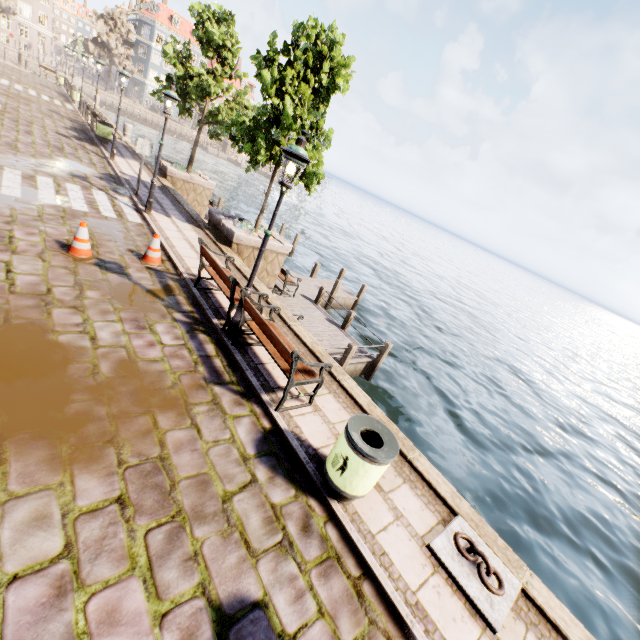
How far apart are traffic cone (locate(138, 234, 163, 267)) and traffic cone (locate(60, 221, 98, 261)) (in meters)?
0.86

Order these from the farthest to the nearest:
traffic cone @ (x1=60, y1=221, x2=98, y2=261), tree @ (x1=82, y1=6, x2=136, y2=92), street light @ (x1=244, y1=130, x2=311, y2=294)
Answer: tree @ (x1=82, y1=6, x2=136, y2=92) → traffic cone @ (x1=60, y1=221, x2=98, y2=261) → street light @ (x1=244, y1=130, x2=311, y2=294)

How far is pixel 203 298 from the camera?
7.3 meters

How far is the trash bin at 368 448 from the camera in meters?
3.8 m

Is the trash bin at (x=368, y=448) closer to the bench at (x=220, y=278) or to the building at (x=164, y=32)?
the bench at (x=220, y=278)

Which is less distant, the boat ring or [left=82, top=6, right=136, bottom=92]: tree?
the boat ring

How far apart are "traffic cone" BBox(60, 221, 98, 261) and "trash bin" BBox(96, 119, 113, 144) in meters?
14.4 m

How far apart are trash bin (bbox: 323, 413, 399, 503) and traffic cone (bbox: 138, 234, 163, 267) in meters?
6.2
